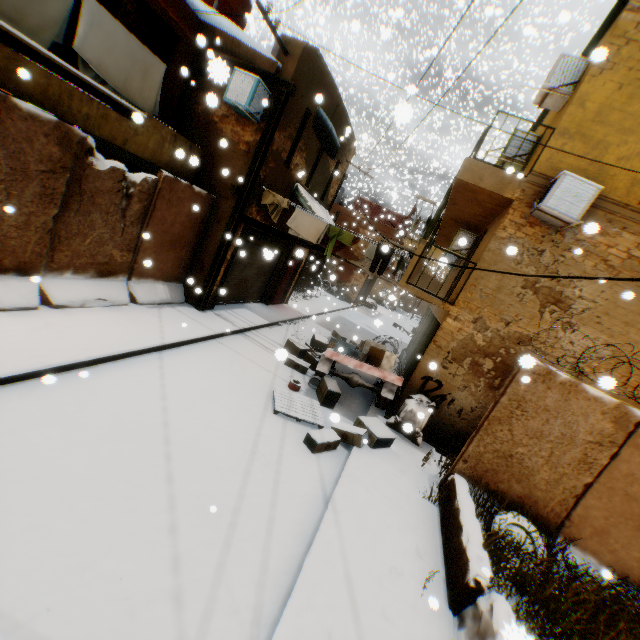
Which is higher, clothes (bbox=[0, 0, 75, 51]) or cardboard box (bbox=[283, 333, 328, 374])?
clothes (bbox=[0, 0, 75, 51])

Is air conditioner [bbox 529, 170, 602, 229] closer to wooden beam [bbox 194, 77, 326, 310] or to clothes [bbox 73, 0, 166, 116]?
clothes [bbox 73, 0, 166, 116]

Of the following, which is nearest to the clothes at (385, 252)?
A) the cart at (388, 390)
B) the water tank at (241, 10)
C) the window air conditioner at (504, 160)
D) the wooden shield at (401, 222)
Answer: the cart at (388, 390)

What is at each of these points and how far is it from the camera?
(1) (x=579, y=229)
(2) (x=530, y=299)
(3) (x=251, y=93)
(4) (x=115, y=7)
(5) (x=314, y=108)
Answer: (1) building, 7.3m
(2) building, 7.7m
(3) air conditioner, 8.3m
(4) window, 7.1m
(5) building, 10.3m

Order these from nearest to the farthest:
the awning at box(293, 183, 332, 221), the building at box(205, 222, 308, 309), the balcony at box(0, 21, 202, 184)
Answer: the balcony at box(0, 21, 202, 184) < the building at box(205, 222, 308, 309) < the awning at box(293, 183, 332, 221)

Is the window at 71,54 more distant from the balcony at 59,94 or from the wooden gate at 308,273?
the wooden gate at 308,273

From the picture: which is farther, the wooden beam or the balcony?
the wooden beam

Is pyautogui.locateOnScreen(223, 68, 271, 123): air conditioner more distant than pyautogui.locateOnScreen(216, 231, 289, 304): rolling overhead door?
No
